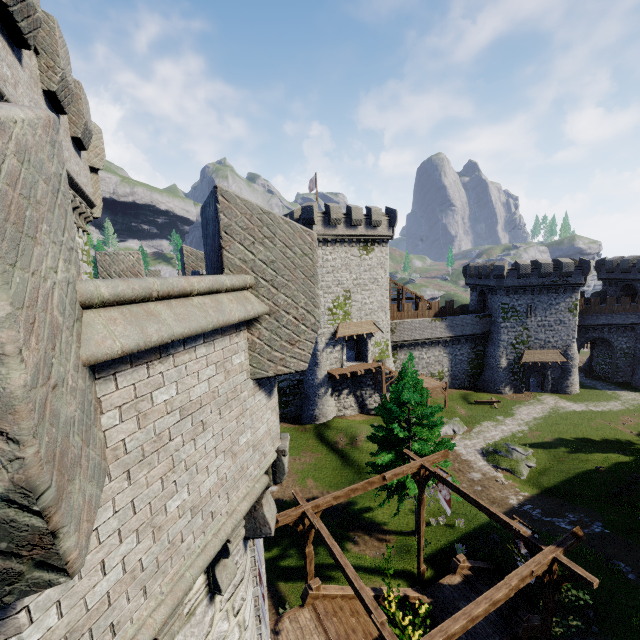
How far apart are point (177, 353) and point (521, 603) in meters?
20.2 m

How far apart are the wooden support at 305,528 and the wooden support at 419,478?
3.68m

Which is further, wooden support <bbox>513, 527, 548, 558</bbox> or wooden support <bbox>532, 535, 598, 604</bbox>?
wooden support <bbox>513, 527, 548, 558</bbox>

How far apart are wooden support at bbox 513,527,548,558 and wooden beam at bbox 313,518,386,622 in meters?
4.8 m

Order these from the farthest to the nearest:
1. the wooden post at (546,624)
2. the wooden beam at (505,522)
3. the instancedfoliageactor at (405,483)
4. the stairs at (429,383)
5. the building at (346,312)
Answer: the stairs at (429,383) < the building at (346,312) < the instancedfoliageactor at (405,483) < the wooden beam at (505,522) < the wooden post at (546,624)

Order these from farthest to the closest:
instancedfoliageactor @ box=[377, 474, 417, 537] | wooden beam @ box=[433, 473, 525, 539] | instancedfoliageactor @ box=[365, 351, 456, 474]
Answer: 1. instancedfoliageactor @ box=[365, 351, 456, 474]
2. instancedfoliageactor @ box=[377, 474, 417, 537]
3. wooden beam @ box=[433, 473, 525, 539]

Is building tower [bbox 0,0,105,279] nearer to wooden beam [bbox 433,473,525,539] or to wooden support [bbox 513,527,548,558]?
wooden support [bbox 513,527,548,558]

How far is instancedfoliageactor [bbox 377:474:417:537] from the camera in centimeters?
1698cm
